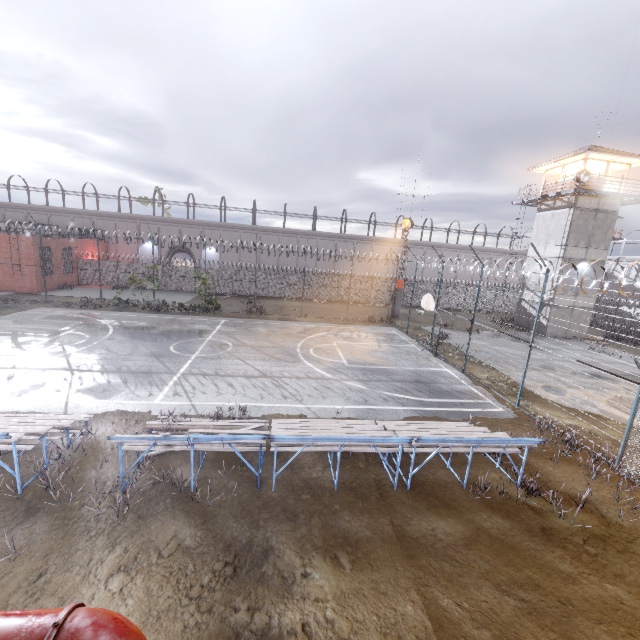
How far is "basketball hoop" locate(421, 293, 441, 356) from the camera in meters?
17.9

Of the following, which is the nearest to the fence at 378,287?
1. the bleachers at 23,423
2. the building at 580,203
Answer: the bleachers at 23,423

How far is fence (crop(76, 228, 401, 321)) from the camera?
33.72m

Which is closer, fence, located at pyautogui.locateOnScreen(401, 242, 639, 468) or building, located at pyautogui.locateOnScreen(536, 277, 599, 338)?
fence, located at pyautogui.locateOnScreen(401, 242, 639, 468)

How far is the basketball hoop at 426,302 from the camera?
17.92m

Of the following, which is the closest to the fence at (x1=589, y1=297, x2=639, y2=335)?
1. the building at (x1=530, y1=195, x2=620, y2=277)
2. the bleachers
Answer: the bleachers

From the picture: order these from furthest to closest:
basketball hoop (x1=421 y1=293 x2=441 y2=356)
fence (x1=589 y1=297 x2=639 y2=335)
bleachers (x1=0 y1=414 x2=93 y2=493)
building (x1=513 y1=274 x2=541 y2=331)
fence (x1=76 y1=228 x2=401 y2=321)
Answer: fence (x1=76 y1=228 x2=401 y2=321) → building (x1=513 y1=274 x2=541 y2=331) → basketball hoop (x1=421 y1=293 x2=441 y2=356) → fence (x1=589 y1=297 x2=639 y2=335) → bleachers (x1=0 y1=414 x2=93 y2=493)

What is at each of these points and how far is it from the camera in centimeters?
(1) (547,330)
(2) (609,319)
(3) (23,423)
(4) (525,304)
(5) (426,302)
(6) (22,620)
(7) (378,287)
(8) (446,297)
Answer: (1) building, 2777cm
(2) fence, 3378cm
(3) bleachers, 804cm
(4) building, 3023cm
(5) basketball hoop, 1867cm
(6) pipe, 85cm
(7) fence, 3797cm
(8) fence, 3919cm
